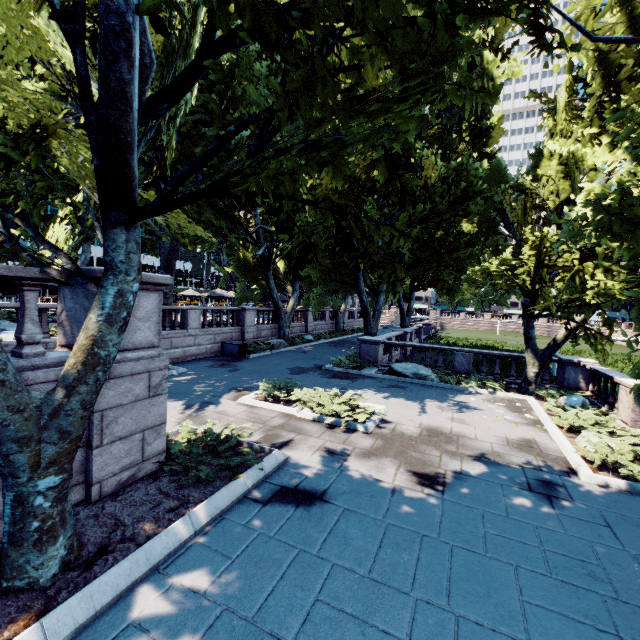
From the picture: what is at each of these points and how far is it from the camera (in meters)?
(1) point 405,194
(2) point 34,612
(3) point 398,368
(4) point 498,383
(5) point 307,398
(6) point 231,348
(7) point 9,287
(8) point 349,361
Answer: (1) tree, 4.24
(2) planter, 3.46
(3) rock, 17.39
(4) bush, 15.54
(5) bush, 11.09
(6) container, 20.31
(7) building, 52.19
(8) bush, 18.33

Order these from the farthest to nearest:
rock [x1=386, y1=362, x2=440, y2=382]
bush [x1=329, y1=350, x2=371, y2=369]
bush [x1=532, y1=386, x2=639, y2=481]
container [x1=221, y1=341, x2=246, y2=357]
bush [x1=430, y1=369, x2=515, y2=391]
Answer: container [x1=221, y1=341, x2=246, y2=357] < bush [x1=329, y1=350, x2=371, y2=369] < rock [x1=386, y1=362, x2=440, y2=382] < bush [x1=430, y1=369, x2=515, y2=391] < bush [x1=532, y1=386, x2=639, y2=481]

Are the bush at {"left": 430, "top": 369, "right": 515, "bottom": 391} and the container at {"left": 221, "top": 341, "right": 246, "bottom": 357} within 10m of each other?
no

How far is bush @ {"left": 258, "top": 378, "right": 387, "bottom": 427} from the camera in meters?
10.1 m

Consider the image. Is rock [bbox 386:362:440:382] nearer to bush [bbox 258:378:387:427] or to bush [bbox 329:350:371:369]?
bush [bbox 329:350:371:369]

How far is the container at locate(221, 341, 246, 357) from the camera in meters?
20.1 m

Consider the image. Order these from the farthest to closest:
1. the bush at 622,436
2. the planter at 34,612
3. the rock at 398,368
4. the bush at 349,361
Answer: the bush at 349,361
the rock at 398,368
the bush at 622,436
the planter at 34,612

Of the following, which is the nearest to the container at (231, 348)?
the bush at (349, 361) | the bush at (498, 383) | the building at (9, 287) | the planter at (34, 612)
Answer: the bush at (349, 361)
